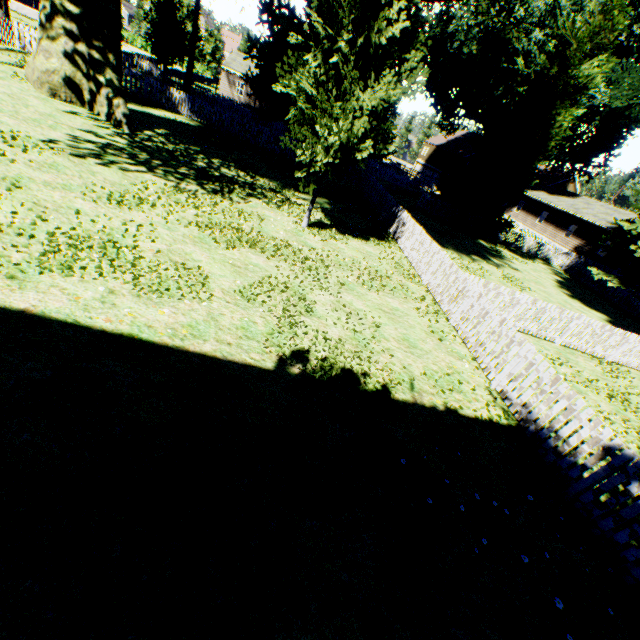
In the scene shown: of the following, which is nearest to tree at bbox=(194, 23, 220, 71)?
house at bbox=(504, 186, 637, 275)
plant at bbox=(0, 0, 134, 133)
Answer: plant at bbox=(0, 0, 134, 133)

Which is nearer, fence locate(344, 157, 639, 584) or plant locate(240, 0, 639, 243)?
fence locate(344, 157, 639, 584)

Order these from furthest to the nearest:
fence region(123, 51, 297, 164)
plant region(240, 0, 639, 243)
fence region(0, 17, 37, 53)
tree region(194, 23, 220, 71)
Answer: tree region(194, 23, 220, 71) < fence region(123, 51, 297, 164) < fence region(0, 17, 37, 53) < plant region(240, 0, 639, 243)

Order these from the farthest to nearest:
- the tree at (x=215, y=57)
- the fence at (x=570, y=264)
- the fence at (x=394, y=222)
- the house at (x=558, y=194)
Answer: the tree at (x=215, y=57) → the house at (x=558, y=194) → the fence at (x=570, y=264) → the fence at (x=394, y=222)

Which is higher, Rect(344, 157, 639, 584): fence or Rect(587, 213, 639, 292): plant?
Rect(587, 213, 639, 292): plant

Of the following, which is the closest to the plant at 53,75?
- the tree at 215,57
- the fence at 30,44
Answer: the fence at 30,44

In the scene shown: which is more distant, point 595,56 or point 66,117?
point 595,56
